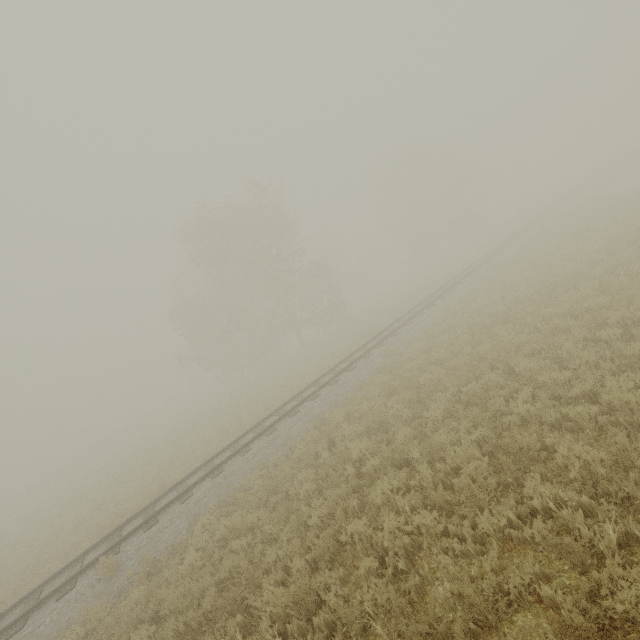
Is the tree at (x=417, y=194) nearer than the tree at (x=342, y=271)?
No

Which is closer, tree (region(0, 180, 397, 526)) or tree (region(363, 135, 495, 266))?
tree (region(0, 180, 397, 526))

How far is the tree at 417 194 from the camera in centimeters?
4391cm

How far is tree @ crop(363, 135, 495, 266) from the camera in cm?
4391

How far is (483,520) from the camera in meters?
4.7 m
